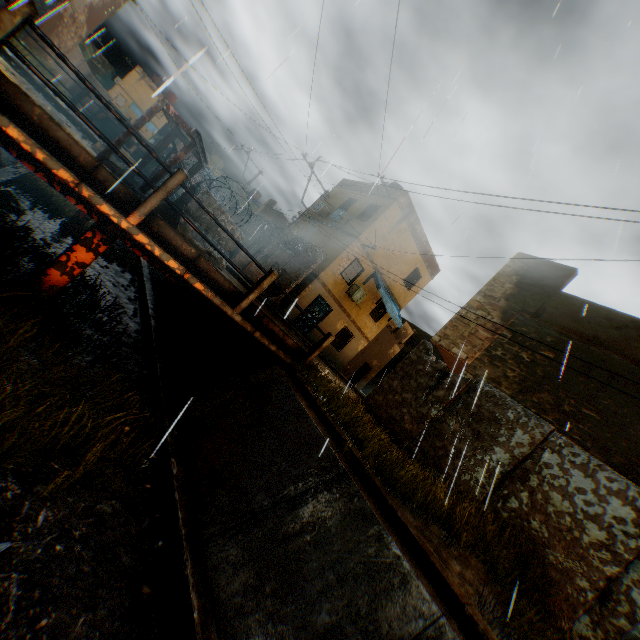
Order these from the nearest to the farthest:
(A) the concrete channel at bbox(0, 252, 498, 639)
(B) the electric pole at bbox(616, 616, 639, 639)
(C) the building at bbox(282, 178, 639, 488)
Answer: (A) the concrete channel at bbox(0, 252, 498, 639)
(B) the electric pole at bbox(616, 616, 639, 639)
(C) the building at bbox(282, 178, 639, 488)

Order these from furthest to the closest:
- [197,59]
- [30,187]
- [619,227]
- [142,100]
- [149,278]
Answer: [142,100]
[149,278]
[30,187]
[619,227]
[197,59]

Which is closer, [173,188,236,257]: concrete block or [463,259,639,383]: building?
[173,188,236,257]: concrete block

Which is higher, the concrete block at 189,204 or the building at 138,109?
the building at 138,109

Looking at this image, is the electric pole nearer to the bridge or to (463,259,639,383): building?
(463,259,639,383): building

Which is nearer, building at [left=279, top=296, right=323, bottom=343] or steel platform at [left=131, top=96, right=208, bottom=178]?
steel platform at [left=131, top=96, right=208, bottom=178]

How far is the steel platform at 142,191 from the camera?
5.5m

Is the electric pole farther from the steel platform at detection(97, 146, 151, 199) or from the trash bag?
the trash bag
